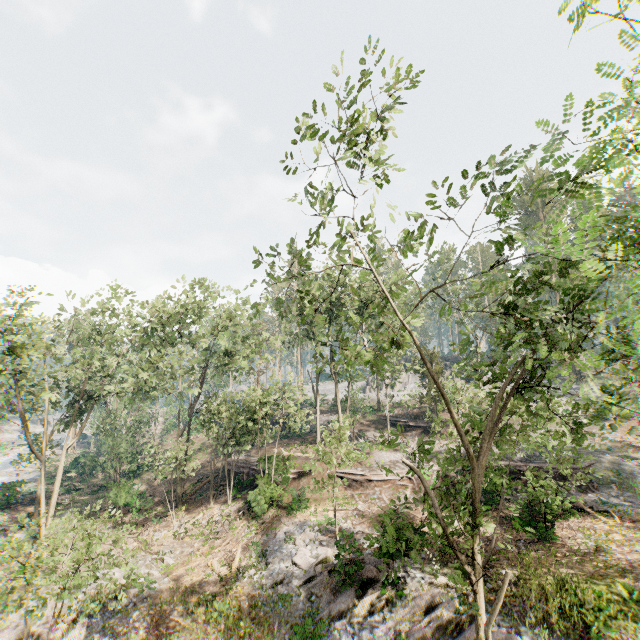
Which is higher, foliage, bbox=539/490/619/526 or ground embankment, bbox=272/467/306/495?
ground embankment, bbox=272/467/306/495

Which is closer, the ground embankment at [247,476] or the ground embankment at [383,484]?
the ground embankment at [383,484]

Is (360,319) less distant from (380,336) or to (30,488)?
(380,336)

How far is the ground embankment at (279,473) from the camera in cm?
2296

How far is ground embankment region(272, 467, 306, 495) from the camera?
22.96m

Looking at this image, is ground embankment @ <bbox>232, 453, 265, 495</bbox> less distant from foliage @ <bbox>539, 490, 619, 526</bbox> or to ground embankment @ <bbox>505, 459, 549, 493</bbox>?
foliage @ <bbox>539, 490, 619, 526</bbox>

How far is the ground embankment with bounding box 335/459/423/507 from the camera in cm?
2303

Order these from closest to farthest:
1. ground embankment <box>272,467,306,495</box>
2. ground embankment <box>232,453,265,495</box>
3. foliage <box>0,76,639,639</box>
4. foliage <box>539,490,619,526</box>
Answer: foliage <box>0,76,639,639</box>
foliage <box>539,490,619,526</box>
ground embankment <box>272,467,306,495</box>
ground embankment <box>232,453,265,495</box>
